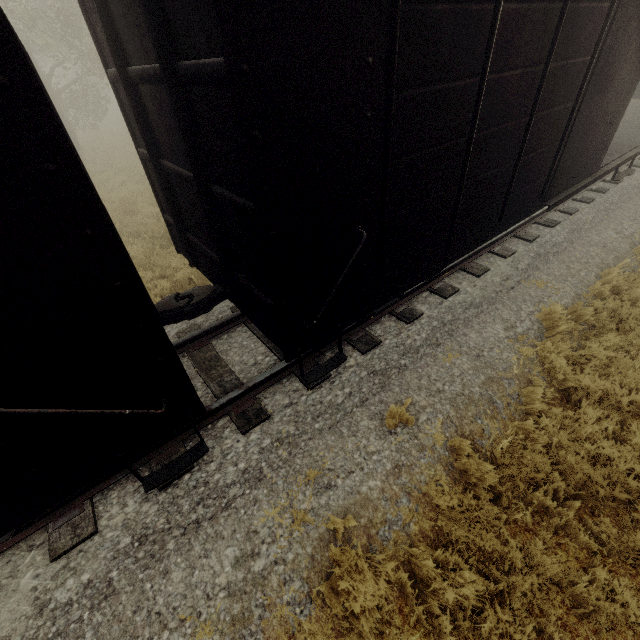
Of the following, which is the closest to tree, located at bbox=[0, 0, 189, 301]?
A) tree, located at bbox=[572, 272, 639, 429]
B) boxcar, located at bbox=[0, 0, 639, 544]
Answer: tree, located at bbox=[572, 272, 639, 429]

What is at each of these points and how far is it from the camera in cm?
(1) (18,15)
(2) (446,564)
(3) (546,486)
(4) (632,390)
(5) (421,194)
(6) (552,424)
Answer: (1) tree, 1279
(2) tree, 328
(3) tree, 369
(4) tree, 462
(5) boxcar, 341
(6) tree, 433

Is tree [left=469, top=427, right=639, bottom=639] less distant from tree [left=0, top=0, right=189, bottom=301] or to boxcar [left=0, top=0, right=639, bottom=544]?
tree [left=0, top=0, right=189, bottom=301]

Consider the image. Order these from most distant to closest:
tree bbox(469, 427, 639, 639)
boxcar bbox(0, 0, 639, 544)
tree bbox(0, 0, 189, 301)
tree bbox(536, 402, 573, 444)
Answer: tree bbox(0, 0, 189, 301), tree bbox(536, 402, 573, 444), tree bbox(469, 427, 639, 639), boxcar bbox(0, 0, 639, 544)

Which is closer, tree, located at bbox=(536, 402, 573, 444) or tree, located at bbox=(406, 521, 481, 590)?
tree, located at bbox=(406, 521, 481, 590)

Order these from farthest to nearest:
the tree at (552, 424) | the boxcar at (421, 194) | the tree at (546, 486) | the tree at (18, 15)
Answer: the tree at (18, 15) < the tree at (552, 424) < the tree at (546, 486) < the boxcar at (421, 194)

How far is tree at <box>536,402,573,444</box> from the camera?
4.11m

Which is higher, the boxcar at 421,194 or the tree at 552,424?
the boxcar at 421,194
